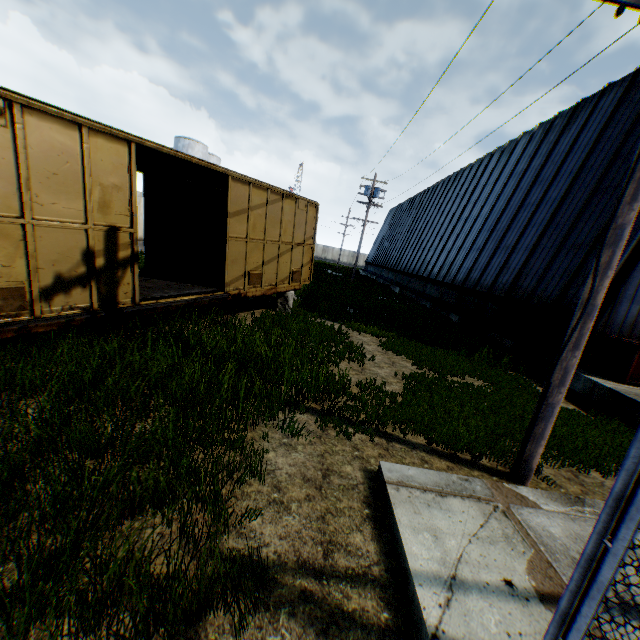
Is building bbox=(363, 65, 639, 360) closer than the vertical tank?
Yes

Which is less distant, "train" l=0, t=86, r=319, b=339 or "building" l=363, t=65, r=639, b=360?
"train" l=0, t=86, r=319, b=339

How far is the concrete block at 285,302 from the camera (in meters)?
12.04

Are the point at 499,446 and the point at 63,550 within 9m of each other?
yes

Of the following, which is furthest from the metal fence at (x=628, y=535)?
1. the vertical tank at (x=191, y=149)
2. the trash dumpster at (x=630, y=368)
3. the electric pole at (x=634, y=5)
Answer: the vertical tank at (x=191, y=149)

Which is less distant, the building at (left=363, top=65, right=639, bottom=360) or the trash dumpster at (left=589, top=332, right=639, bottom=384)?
the trash dumpster at (left=589, top=332, right=639, bottom=384)

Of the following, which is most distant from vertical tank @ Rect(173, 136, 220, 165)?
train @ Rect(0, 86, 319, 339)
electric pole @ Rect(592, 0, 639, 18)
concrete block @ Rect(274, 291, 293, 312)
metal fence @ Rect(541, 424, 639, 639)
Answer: metal fence @ Rect(541, 424, 639, 639)
